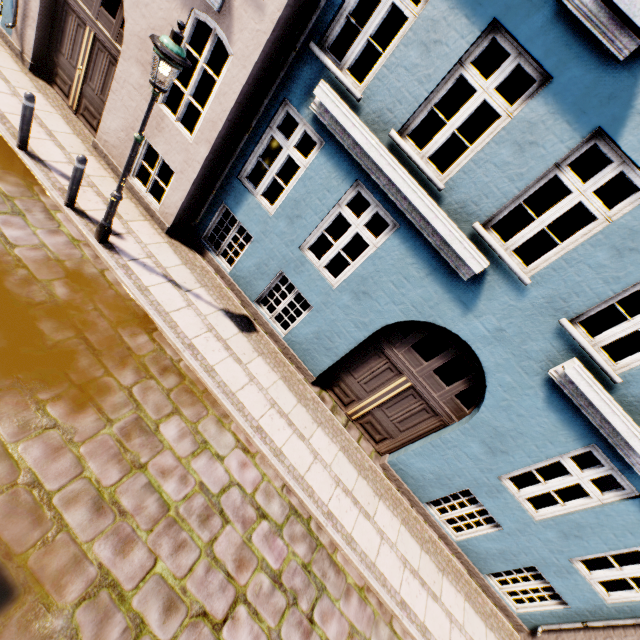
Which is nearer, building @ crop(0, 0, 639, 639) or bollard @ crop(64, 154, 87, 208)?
building @ crop(0, 0, 639, 639)

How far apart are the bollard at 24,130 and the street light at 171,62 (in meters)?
2.21

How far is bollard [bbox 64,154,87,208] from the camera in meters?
5.5

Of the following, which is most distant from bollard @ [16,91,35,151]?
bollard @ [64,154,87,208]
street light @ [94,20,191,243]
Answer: street light @ [94,20,191,243]

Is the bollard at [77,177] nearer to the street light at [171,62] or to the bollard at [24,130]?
the street light at [171,62]

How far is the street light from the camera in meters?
4.1

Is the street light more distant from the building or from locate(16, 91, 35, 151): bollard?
locate(16, 91, 35, 151): bollard

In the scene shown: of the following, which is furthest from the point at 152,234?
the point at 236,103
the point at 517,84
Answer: the point at 517,84
